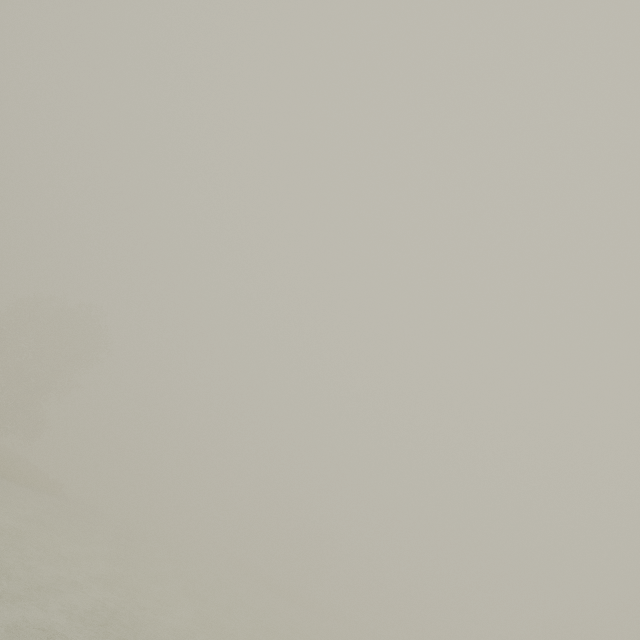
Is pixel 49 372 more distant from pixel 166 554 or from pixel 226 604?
pixel 226 604
